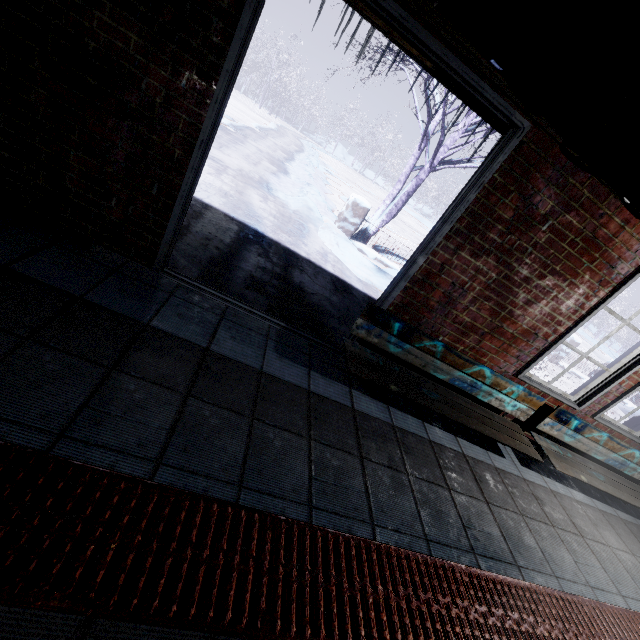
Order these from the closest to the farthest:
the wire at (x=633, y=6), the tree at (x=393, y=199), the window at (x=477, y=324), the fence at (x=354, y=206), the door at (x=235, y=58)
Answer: the wire at (x=633, y=6)
the door at (x=235, y=58)
the window at (x=477, y=324)
the tree at (x=393, y=199)
the fence at (x=354, y=206)

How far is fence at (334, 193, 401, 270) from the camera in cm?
642

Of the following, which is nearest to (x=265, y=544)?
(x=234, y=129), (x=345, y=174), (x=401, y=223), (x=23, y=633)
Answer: (x=23, y=633)

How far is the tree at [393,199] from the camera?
5.9m

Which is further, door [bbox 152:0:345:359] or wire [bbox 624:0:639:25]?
door [bbox 152:0:345:359]

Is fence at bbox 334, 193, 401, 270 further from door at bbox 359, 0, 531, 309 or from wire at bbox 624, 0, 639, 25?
wire at bbox 624, 0, 639, 25

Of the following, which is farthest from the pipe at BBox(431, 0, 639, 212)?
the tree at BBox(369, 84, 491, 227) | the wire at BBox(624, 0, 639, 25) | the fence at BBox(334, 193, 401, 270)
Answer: the fence at BBox(334, 193, 401, 270)

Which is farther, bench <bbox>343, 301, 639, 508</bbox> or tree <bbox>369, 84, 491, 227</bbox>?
tree <bbox>369, 84, 491, 227</bbox>
